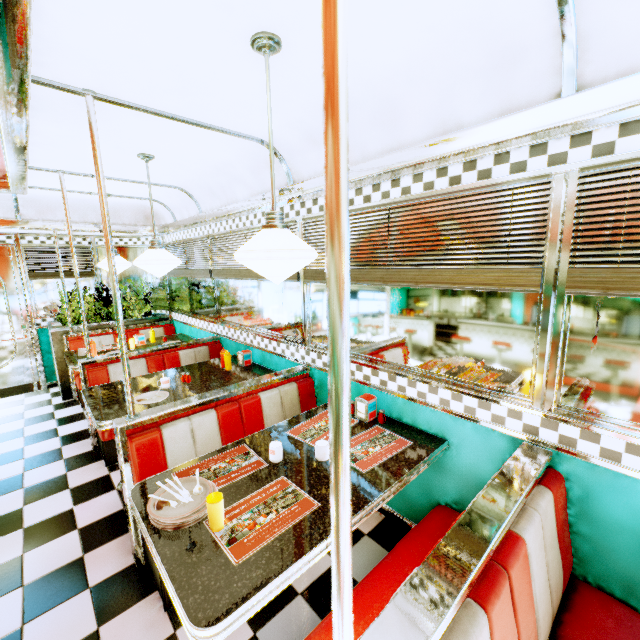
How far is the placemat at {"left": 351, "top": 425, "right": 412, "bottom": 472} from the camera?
1.94m

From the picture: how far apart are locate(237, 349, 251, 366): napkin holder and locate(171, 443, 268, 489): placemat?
1.73m

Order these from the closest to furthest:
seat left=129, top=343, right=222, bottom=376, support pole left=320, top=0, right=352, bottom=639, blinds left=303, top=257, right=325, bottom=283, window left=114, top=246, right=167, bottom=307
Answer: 1. support pole left=320, top=0, right=352, bottom=639
2. blinds left=303, top=257, right=325, bottom=283
3. seat left=129, top=343, right=222, bottom=376
4. window left=114, top=246, right=167, bottom=307

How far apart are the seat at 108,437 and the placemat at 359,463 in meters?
2.5 m

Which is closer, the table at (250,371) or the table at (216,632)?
the table at (216,632)

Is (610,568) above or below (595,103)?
below

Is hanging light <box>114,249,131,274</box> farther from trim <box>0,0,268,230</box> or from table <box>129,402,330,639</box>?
table <box>129,402,330,639</box>

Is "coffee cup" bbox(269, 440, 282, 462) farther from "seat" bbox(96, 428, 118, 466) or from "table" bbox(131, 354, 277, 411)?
"seat" bbox(96, 428, 118, 466)
